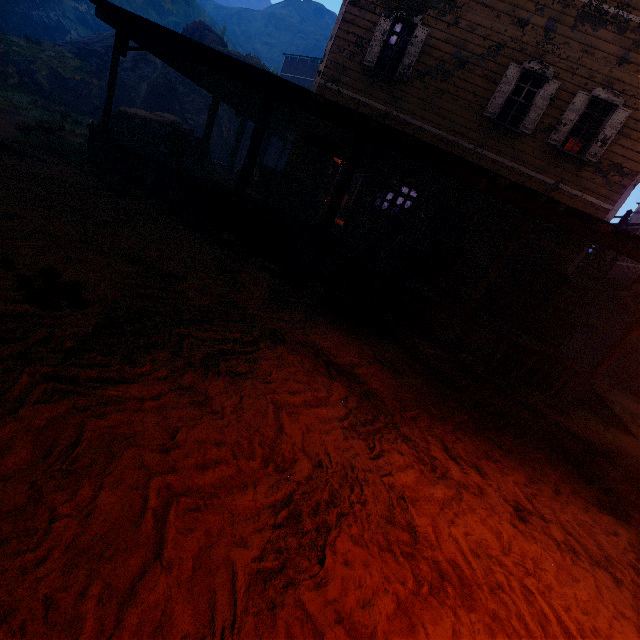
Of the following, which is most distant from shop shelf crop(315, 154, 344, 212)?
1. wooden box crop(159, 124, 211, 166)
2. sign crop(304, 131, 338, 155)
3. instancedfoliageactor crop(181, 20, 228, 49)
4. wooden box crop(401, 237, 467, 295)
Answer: instancedfoliageactor crop(181, 20, 228, 49)

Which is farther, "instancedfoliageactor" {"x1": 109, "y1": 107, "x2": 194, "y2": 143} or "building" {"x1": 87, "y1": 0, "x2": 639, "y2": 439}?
"instancedfoliageactor" {"x1": 109, "y1": 107, "x2": 194, "y2": 143}

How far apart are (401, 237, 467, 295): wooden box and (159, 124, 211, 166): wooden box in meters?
7.6 m

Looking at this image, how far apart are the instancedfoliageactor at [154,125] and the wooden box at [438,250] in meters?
12.4 m

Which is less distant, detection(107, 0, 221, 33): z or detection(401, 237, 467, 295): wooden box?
detection(401, 237, 467, 295): wooden box

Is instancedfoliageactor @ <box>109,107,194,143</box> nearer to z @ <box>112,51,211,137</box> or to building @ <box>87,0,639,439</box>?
z @ <box>112,51,211,137</box>

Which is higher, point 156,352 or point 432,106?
point 432,106

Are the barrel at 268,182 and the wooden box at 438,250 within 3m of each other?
no
